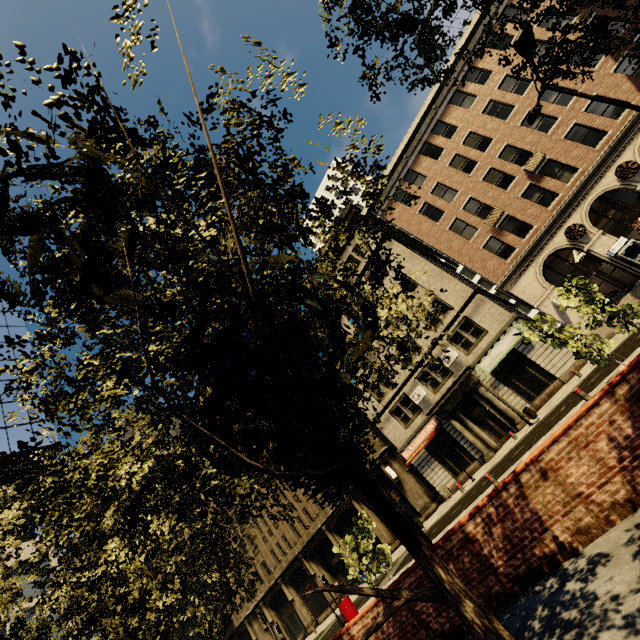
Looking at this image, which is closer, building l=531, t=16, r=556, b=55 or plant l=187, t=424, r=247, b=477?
plant l=187, t=424, r=247, b=477

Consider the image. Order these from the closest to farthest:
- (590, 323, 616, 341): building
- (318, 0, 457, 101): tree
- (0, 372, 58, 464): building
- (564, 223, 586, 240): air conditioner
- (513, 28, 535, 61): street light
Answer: (318, 0, 457, 101): tree, (513, 28, 535, 61): street light, (590, 323, 616, 341): building, (564, 223, 586, 240): air conditioner, (0, 372, 58, 464): building

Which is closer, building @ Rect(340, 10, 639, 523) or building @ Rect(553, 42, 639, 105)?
building @ Rect(553, 42, 639, 105)

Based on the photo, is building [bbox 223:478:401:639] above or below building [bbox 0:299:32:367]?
below

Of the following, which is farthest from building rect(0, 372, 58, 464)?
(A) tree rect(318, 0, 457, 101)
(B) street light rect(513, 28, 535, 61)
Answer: (A) tree rect(318, 0, 457, 101)

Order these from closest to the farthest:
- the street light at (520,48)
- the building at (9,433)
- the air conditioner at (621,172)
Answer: the street light at (520,48)
the air conditioner at (621,172)
the building at (9,433)

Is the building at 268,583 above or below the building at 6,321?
below

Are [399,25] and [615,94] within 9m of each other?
no
